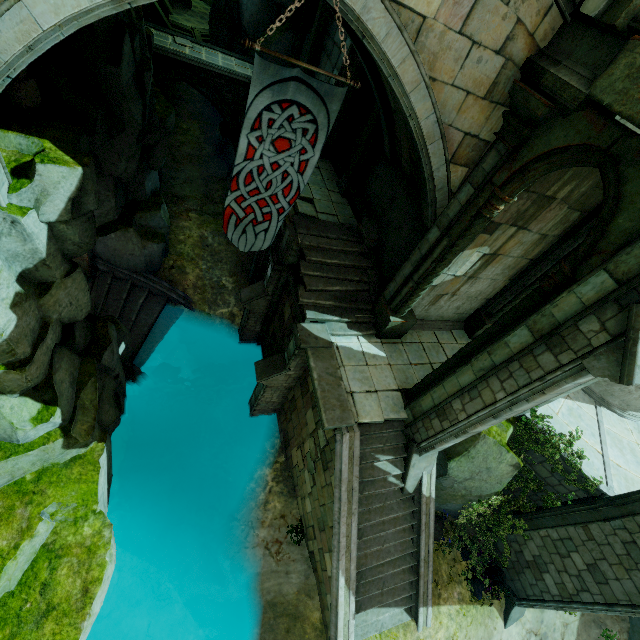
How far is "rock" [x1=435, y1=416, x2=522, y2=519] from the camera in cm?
962

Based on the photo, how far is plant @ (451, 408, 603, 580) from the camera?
9.76m

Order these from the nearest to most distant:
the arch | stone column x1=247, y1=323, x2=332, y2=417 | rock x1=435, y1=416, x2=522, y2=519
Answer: the arch
stone column x1=247, y1=323, x2=332, y2=417
rock x1=435, y1=416, x2=522, y2=519

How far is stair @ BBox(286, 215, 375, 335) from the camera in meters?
9.7 m

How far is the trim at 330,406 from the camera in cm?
797

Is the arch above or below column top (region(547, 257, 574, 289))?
above

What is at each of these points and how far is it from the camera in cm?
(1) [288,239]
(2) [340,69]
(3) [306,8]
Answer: (1) stone column, 1014
(2) stone column, 1163
(3) stone column, 1638

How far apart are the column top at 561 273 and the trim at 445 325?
5.2m
